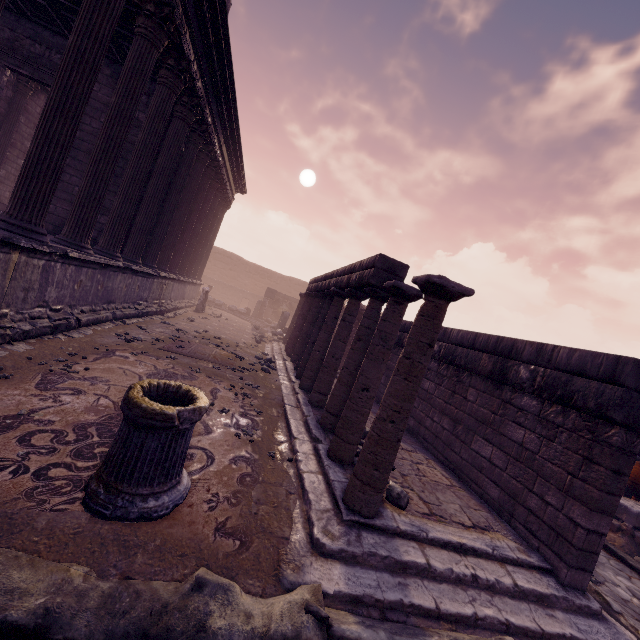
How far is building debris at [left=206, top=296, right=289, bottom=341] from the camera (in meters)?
17.90

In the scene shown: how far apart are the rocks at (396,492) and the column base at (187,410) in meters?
2.2 m

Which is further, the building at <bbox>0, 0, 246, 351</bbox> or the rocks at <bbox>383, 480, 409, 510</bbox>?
the building at <bbox>0, 0, 246, 351</bbox>

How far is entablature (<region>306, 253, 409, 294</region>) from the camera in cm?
523

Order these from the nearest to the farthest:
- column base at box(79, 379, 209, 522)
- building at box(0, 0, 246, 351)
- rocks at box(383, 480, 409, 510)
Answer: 1. column base at box(79, 379, 209, 522)
2. rocks at box(383, 480, 409, 510)
3. building at box(0, 0, 246, 351)

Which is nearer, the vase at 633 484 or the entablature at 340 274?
the entablature at 340 274

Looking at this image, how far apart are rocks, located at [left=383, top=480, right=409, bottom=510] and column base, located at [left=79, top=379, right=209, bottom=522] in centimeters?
221cm

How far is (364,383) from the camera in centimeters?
435cm
